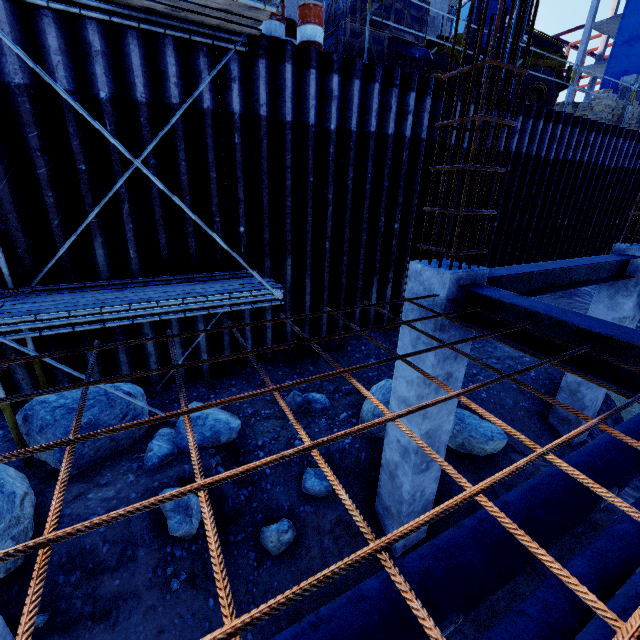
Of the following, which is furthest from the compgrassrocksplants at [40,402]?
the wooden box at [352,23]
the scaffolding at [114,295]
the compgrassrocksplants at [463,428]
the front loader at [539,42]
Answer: the front loader at [539,42]

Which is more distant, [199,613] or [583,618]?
[199,613]

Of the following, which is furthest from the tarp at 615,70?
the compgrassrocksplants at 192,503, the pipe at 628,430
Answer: the compgrassrocksplants at 192,503

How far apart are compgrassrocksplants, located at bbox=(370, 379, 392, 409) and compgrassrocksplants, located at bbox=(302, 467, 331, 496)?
1.01m

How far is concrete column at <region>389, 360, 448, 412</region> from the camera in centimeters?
387cm

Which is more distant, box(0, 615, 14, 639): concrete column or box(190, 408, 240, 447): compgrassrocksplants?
box(190, 408, 240, 447): compgrassrocksplants

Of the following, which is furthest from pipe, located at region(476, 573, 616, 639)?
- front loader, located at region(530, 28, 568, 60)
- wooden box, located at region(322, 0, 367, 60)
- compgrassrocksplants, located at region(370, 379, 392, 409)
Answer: front loader, located at region(530, 28, 568, 60)

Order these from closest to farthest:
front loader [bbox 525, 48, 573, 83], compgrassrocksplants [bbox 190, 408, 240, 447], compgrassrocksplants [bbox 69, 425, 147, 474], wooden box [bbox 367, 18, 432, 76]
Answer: compgrassrocksplants [bbox 69, 425, 147, 474], compgrassrocksplants [bbox 190, 408, 240, 447], wooden box [bbox 367, 18, 432, 76], front loader [bbox 525, 48, 573, 83]
